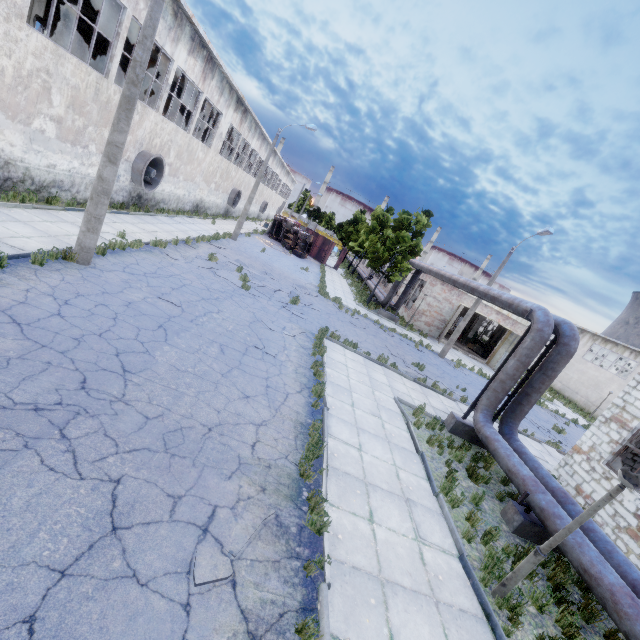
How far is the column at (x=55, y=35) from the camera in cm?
2544

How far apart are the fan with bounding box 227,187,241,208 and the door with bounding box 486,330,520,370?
30.4 meters

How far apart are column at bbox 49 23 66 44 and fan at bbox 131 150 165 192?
18.07m

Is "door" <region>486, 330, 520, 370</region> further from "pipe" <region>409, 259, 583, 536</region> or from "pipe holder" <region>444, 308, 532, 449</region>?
"pipe holder" <region>444, 308, 532, 449</region>

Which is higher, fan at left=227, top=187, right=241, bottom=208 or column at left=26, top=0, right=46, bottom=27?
column at left=26, top=0, right=46, bottom=27

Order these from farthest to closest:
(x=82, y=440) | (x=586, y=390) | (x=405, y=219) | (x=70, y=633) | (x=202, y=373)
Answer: (x=586, y=390), (x=405, y=219), (x=202, y=373), (x=82, y=440), (x=70, y=633)

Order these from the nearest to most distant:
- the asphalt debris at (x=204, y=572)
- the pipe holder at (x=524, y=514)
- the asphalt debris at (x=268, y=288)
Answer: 1. the asphalt debris at (x=204, y=572)
2. the pipe holder at (x=524, y=514)
3. the asphalt debris at (x=268, y=288)

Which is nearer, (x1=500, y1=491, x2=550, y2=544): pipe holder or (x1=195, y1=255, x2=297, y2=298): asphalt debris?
(x1=500, y1=491, x2=550, y2=544): pipe holder
